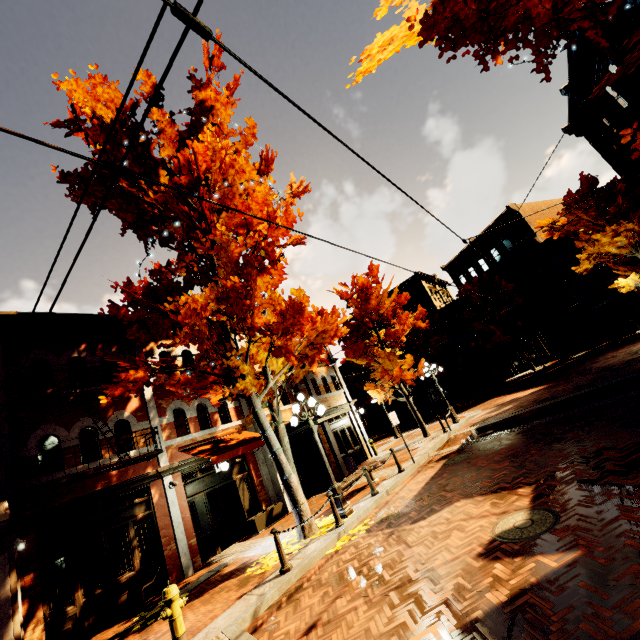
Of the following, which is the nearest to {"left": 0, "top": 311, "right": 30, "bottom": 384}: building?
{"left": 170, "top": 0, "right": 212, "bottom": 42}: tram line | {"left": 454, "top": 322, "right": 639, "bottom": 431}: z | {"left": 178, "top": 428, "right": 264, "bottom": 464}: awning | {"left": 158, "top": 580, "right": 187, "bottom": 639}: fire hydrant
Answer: {"left": 178, "top": 428, "right": 264, "bottom": 464}: awning

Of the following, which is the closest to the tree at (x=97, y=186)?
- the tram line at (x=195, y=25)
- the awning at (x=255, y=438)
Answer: the awning at (x=255, y=438)

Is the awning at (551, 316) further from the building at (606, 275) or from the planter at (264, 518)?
the planter at (264, 518)

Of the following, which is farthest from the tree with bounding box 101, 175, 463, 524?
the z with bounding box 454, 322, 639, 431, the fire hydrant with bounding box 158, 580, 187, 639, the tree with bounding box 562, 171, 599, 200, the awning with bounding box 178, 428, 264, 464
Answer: the fire hydrant with bounding box 158, 580, 187, 639

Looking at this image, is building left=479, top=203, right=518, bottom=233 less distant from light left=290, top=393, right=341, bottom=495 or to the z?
the z

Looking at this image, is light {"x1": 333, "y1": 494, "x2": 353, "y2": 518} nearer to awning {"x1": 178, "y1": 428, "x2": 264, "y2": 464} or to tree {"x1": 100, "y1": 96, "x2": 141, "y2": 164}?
tree {"x1": 100, "y1": 96, "x2": 141, "y2": 164}

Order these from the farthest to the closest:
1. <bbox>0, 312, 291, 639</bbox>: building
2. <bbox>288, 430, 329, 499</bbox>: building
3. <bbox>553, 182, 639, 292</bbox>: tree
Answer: <bbox>553, 182, 639, 292</bbox>: tree
<bbox>288, 430, 329, 499</bbox>: building
<bbox>0, 312, 291, 639</bbox>: building

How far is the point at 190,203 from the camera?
9.3 meters
